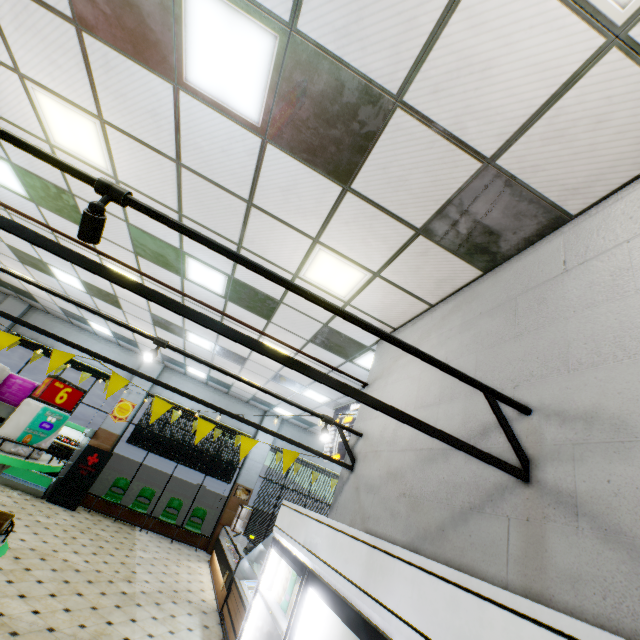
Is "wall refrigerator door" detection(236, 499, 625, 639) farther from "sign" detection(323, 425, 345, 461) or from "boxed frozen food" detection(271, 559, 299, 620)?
"sign" detection(323, 425, 345, 461)

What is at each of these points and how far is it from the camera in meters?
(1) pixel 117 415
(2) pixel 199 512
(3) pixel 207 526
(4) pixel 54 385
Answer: (1) sign, 11.2 m
(2) chair, 11.1 m
(3) hedge, 11.3 m
(4) sign, 2.7 m

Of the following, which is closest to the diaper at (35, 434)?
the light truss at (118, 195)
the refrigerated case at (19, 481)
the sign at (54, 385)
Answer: the sign at (54, 385)

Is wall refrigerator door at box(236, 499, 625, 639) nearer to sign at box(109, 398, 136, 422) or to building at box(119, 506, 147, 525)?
A: building at box(119, 506, 147, 525)

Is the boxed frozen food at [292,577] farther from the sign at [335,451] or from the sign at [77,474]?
the sign at [77,474]

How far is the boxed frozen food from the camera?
2.4m

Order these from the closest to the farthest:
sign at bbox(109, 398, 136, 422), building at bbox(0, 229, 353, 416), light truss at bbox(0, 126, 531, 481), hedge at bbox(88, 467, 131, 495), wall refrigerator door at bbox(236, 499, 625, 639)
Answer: wall refrigerator door at bbox(236, 499, 625, 639), light truss at bbox(0, 126, 531, 481), building at bbox(0, 229, 353, 416), hedge at bbox(88, 467, 131, 495), sign at bbox(109, 398, 136, 422)

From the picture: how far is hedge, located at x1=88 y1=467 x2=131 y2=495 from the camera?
10.7 meters
